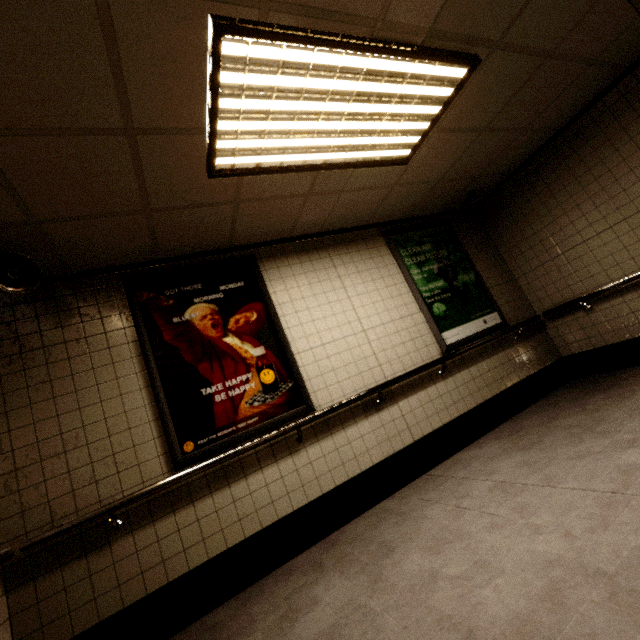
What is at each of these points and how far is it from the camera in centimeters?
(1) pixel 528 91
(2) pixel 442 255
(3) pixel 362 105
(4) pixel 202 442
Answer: (1) building, 305cm
(2) sign, 455cm
(3) fluorescent light, 238cm
(4) sign, 272cm

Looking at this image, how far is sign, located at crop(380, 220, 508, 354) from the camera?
4.1 meters

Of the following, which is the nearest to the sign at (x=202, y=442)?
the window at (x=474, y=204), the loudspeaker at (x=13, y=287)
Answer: the loudspeaker at (x=13, y=287)

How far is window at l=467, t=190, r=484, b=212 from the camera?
4.5 meters

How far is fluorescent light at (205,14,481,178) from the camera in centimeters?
176cm

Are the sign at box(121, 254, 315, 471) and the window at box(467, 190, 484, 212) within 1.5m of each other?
no

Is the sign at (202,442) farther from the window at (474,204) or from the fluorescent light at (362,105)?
the window at (474,204)

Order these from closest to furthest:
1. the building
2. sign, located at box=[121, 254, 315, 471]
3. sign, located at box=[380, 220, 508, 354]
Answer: the building < sign, located at box=[121, 254, 315, 471] < sign, located at box=[380, 220, 508, 354]
